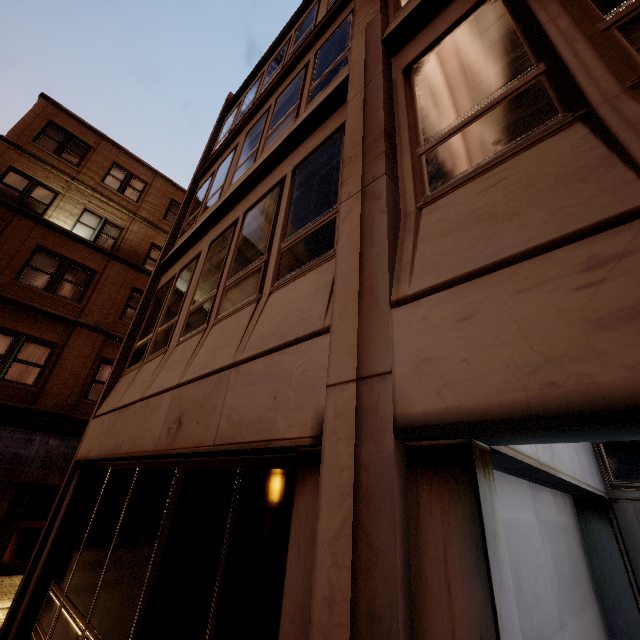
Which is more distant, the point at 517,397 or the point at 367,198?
the point at 367,198

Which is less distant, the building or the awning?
the building

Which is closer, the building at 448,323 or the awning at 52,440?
the building at 448,323
